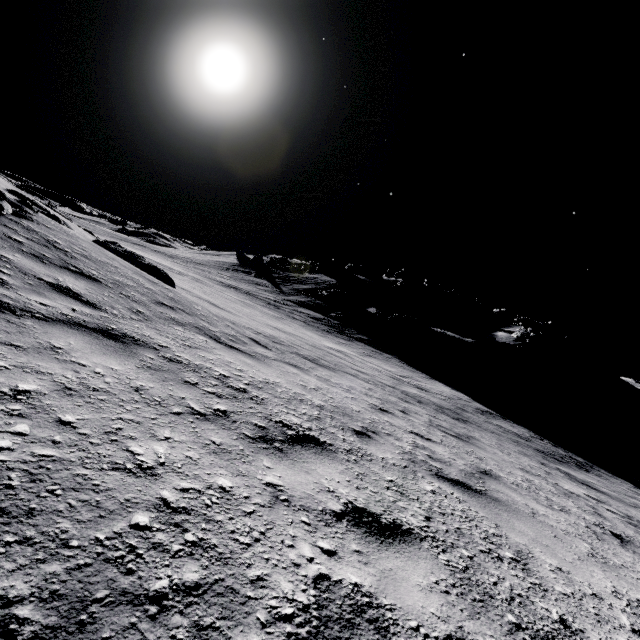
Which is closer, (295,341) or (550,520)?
(550,520)

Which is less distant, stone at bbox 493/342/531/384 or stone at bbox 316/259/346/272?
stone at bbox 493/342/531/384

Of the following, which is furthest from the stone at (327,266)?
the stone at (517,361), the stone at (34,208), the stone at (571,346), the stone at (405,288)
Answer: the stone at (34,208)

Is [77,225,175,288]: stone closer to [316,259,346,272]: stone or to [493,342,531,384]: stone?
[493,342,531,384]: stone

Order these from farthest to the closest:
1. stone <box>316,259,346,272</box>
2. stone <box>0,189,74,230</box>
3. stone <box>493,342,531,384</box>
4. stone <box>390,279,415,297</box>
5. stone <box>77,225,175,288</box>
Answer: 1. stone <box>316,259,346,272</box>
2. stone <box>390,279,415,297</box>
3. stone <box>493,342,531,384</box>
4. stone <box>77,225,175,288</box>
5. stone <box>0,189,74,230</box>

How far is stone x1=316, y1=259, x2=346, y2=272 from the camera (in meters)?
57.97

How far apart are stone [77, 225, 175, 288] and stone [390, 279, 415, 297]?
43.1m

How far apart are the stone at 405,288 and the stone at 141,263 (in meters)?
43.08
